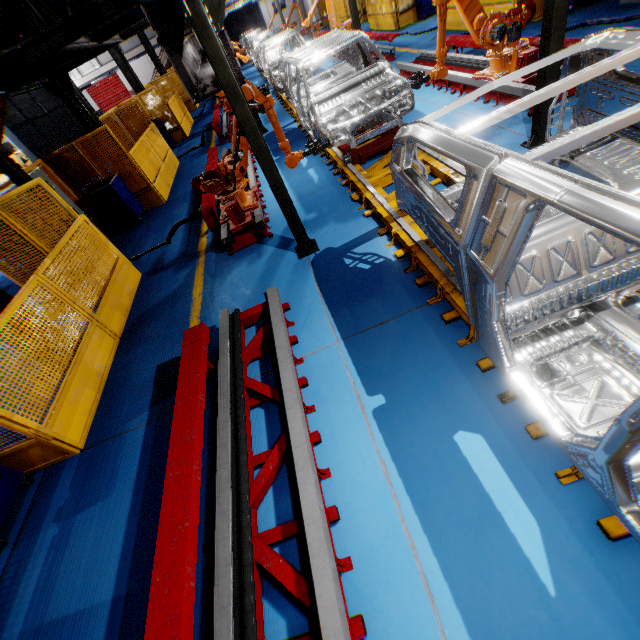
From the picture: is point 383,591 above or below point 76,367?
below

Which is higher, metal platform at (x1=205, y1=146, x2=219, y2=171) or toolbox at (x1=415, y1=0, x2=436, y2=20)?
metal platform at (x1=205, y1=146, x2=219, y2=171)

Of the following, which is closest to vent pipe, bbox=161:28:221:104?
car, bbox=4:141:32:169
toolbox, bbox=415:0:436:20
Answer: toolbox, bbox=415:0:436:20

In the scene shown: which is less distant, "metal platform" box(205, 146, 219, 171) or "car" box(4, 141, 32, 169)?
"metal platform" box(205, 146, 219, 171)

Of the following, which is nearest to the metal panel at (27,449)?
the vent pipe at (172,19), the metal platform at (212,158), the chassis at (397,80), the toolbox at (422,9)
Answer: the toolbox at (422,9)

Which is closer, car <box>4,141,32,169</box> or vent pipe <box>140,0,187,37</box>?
vent pipe <box>140,0,187,37</box>

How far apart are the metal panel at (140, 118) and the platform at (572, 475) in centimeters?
456cm

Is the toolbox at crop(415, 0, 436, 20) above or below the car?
below
